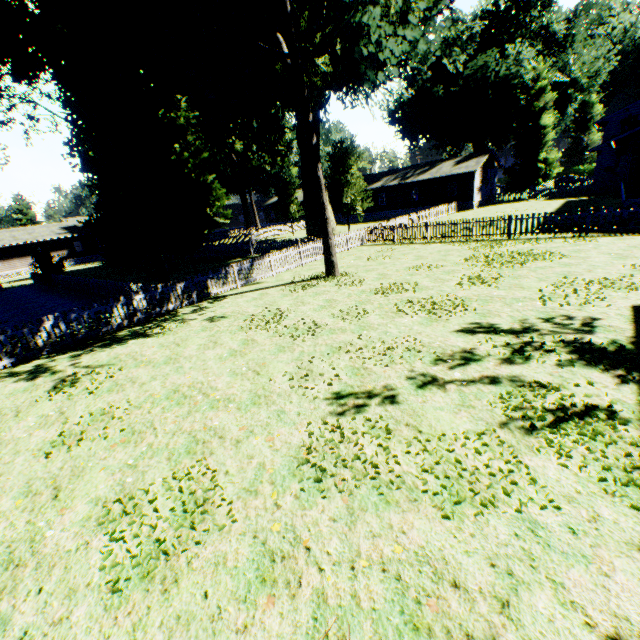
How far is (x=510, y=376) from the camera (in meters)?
6.05

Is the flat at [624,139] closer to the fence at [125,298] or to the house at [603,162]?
the house at [603,162]

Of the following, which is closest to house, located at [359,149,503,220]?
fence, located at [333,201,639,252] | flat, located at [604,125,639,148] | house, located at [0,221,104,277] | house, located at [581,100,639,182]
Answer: fence, located at [333,201,639,252]

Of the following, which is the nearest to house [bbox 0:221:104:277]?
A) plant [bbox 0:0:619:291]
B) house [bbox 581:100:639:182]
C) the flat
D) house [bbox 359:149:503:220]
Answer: plant [bbox 0:0:619:291]

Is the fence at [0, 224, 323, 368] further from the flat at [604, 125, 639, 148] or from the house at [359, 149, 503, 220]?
the flat at [604, 125, 639, 148]

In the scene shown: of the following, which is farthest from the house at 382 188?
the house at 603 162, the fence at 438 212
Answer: the house at 603 162

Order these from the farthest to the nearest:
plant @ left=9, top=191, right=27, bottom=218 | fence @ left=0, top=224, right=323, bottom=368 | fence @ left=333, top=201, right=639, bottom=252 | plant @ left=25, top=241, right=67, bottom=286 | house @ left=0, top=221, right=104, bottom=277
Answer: plant @ left=9, top=191, right=27, bottom=218, house @ left=0, top=221, right=104, bottom=277, plant @ left=25, top=241, right=67, bottom=286, fence @ left=333, top=201, right=639, bottom=252, fence @ left=0, top=224, right=323, bottom=368

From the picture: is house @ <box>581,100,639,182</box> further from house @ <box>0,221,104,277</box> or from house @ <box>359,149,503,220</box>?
house @ <box>0,221,104,277</box>
